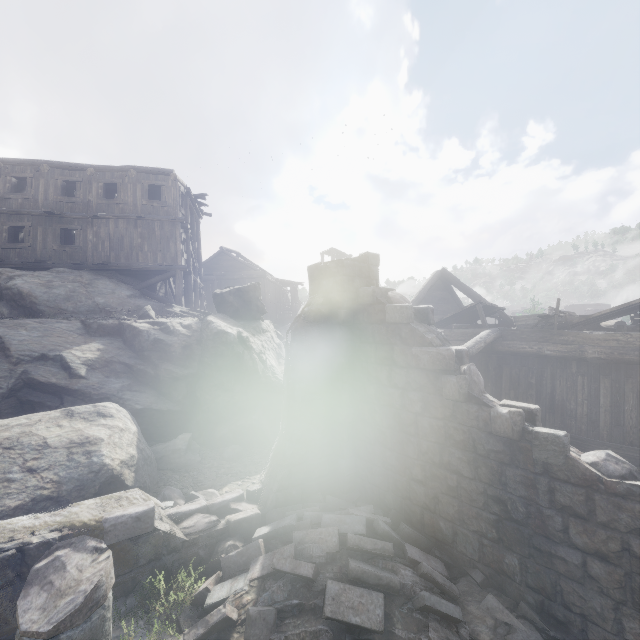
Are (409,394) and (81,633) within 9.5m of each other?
yes

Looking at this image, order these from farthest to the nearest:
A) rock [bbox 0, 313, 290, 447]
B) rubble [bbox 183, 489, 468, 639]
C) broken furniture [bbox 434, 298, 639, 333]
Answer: rock [bbox 0, 313, 290, 447], broken furniture [bbox 434, 298, 639, 333], rubble [bbox 183, 489, 468, 639]

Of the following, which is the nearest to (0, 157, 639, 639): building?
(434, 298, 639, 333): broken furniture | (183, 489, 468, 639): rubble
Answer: (183, 489, 468, 639): rubble

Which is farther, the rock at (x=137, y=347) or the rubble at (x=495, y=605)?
the rock at (x=137, y=347)

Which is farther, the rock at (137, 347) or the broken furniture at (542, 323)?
the rock at (137, 347)

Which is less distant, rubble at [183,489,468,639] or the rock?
rubble at [183,489,468,639]

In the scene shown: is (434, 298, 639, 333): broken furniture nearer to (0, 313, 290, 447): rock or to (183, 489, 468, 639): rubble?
(183, 489, 468, 639): rubble

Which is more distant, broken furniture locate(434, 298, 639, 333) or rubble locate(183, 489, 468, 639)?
broken furniture locate(434, 298, 639, 333)
